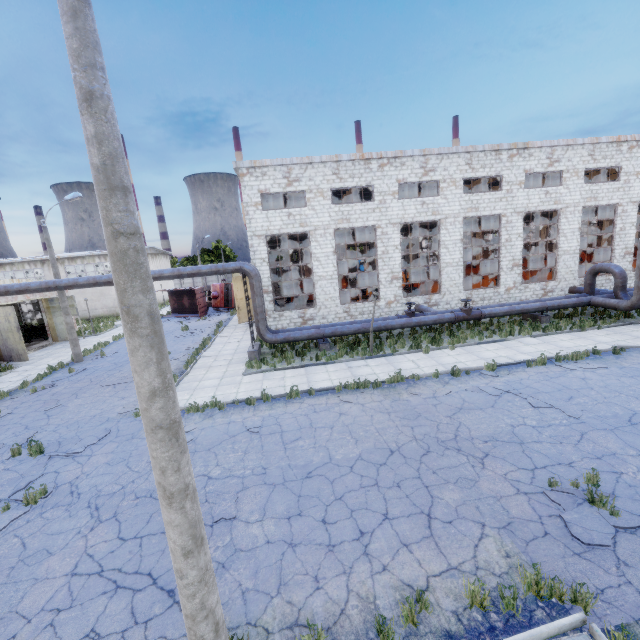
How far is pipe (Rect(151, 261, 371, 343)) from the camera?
16.4 meters

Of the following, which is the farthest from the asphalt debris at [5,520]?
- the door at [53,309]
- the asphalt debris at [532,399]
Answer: the door at [53,309]

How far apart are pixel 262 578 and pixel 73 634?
2.89m

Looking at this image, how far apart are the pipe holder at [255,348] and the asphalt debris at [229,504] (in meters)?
10.25

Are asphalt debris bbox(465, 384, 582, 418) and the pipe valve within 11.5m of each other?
yes

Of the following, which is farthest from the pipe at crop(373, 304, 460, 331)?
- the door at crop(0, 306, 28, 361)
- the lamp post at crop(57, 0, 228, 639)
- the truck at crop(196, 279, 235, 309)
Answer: the truck at crop(196, 279, 235, 309)

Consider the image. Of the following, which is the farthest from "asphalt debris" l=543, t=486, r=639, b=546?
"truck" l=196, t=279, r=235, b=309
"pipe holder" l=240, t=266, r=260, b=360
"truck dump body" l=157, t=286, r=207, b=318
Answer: "truck" l=196, t=279, r=235, b=309

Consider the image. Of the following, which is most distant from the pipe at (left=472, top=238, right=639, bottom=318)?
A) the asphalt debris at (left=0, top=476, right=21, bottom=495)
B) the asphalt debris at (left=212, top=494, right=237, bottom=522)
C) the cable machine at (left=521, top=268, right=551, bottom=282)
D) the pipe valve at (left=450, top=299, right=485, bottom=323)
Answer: the asphalt debris at (left=0, top=476, right=21, bottom=495)
